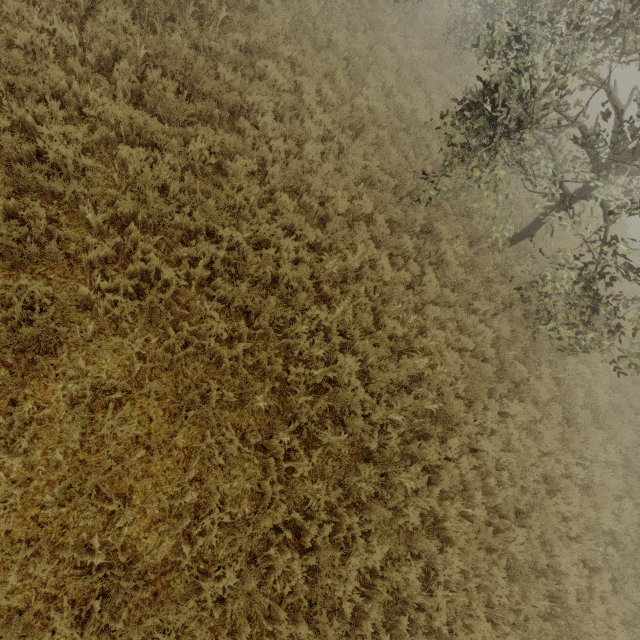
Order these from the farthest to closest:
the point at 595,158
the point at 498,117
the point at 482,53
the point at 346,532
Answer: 1. the point at 482,53
2. the point at 595,158
3. the point at 498,117
4. the point at 346,532
